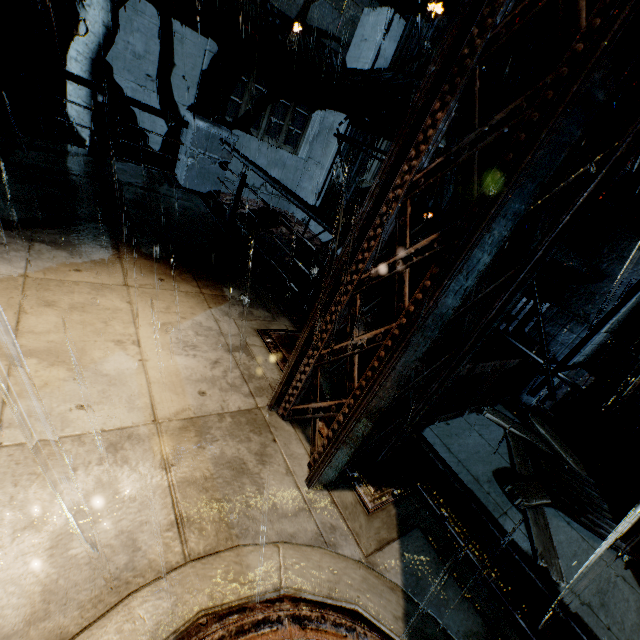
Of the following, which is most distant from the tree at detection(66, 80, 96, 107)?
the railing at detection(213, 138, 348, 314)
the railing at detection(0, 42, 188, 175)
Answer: the railing at detection(213, 138, 348, 314)

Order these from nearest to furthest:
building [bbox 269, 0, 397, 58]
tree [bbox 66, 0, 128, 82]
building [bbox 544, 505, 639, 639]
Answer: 1. building [bbox 544, 505, 639, 639]
2. tree [bbox 66, 0, 128, 82]
3. building [bbox 269, 0, 397, 58]

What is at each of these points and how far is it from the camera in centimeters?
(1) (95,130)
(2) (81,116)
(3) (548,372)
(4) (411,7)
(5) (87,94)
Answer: (1) railing, 688cm
(2) tree, 886cm
(3) scaffolding, 392cm
(4) building, 1266cm
(5) tree, 868cm

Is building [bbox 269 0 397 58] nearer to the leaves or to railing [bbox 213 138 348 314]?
railing [bbox 213 138 348 314]

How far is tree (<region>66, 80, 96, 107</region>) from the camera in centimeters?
852cm

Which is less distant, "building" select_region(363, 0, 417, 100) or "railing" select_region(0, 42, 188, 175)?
"railing" select_region(0, 42, 188, 175)

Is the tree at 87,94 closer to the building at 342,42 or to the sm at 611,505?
the building at 342,42

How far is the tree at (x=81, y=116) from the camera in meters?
8.7 m
